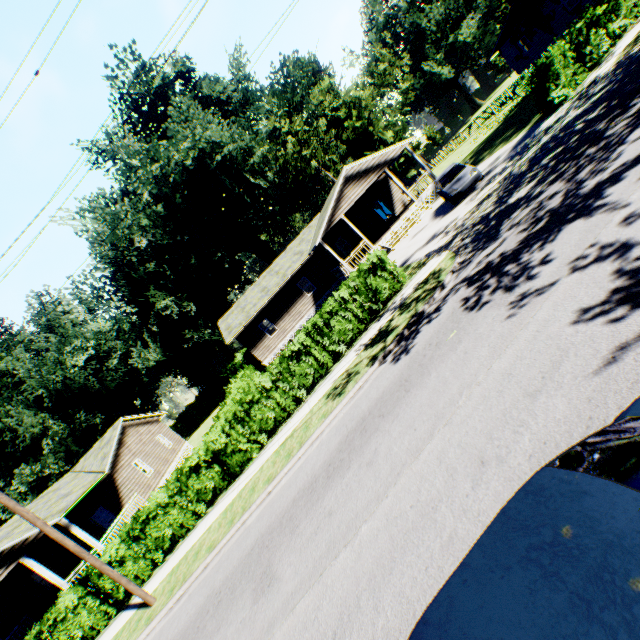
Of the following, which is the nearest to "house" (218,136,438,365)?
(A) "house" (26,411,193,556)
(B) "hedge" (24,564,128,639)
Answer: (A) "house" (26,411,193,556)

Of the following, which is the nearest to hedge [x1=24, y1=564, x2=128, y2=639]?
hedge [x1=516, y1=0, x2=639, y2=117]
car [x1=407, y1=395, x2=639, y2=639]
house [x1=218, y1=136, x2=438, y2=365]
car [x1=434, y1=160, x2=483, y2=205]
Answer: car [x1=407, y1=395, x2=639, y2=639]

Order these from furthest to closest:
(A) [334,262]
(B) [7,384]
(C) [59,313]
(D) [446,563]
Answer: (C) [59,313]
(B) [7,384]
(A) [334,262]
(D) [446,563]

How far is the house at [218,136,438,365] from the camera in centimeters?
2398cm

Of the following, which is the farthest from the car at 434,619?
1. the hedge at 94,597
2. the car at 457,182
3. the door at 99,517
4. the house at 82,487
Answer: the door at 99,517

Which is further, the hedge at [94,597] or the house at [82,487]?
the house at [82,487]

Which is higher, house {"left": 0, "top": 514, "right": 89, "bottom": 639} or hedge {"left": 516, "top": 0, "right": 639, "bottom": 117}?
house {"left": 0, "top": 514, "right": 89, "bottom": 639}

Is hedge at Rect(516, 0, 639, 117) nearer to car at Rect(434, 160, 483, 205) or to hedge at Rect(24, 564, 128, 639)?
car at Rect(434, 160, 483, 205)
